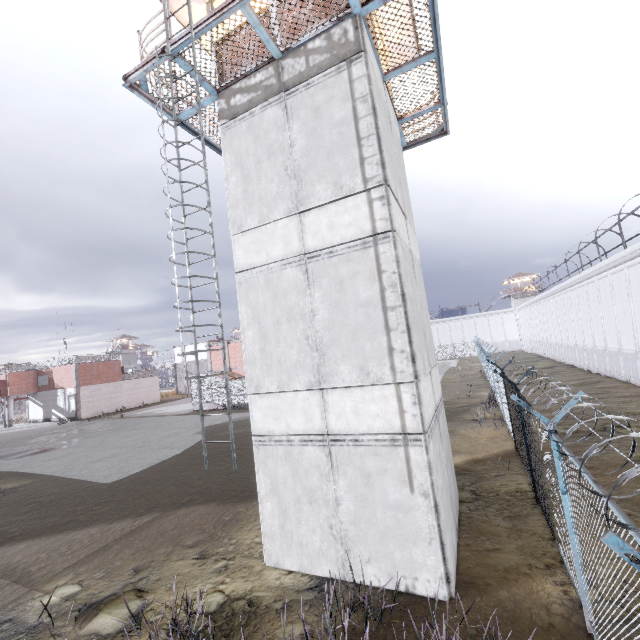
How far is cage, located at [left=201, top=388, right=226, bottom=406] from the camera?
33.34m

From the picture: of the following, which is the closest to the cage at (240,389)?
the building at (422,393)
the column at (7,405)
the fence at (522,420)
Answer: the column at (7,405)

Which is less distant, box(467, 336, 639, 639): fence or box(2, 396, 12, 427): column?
box(467, 336, 639, 639): fence

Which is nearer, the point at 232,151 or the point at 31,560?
the point at 232,151

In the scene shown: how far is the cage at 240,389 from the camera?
32.2 meters

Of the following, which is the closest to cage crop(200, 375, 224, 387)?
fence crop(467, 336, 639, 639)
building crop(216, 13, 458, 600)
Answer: fence crop(467, 336, 639, 639)

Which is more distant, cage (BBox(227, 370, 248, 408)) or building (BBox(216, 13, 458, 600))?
cage (BBox(227, 370, 248, 408))
